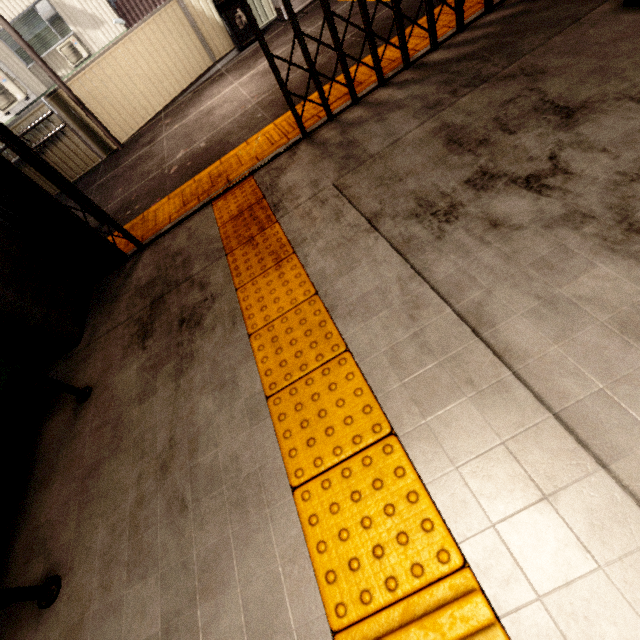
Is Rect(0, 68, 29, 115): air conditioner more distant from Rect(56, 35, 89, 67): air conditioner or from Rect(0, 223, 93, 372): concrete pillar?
Rect(0, 223, 93, 372): concrete pillar

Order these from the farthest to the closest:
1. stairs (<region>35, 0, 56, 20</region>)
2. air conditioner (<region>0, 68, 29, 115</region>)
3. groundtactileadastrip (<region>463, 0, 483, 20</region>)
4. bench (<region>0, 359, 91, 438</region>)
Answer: air conditioner (<region>0, 68, 29, 115</region>) → stairs (<region>35, 0, 56, 20</region>) → groundtactileadastrip (<region>463, 0, 483, 20</region>) → bench (<region>0, 359, 91, 438</region>)

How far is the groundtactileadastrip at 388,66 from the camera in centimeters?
315cm

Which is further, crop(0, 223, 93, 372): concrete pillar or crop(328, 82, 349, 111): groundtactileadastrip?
crop(328, 82, 349, 111): groundtactileadastrip

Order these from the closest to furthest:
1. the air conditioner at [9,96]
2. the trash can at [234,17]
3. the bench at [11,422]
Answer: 1. the bench at [11,422]
2. the trash can at [234,17]
3. the air conditioner at [9,96]

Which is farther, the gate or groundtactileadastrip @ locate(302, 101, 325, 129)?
groundtactileadastrip @ locate(302, 101, 325, 129)

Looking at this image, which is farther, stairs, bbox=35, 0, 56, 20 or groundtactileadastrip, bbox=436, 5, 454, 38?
stairs, bbox=35, 0, 56, 20

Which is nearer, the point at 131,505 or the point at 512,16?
the point at 131,505
